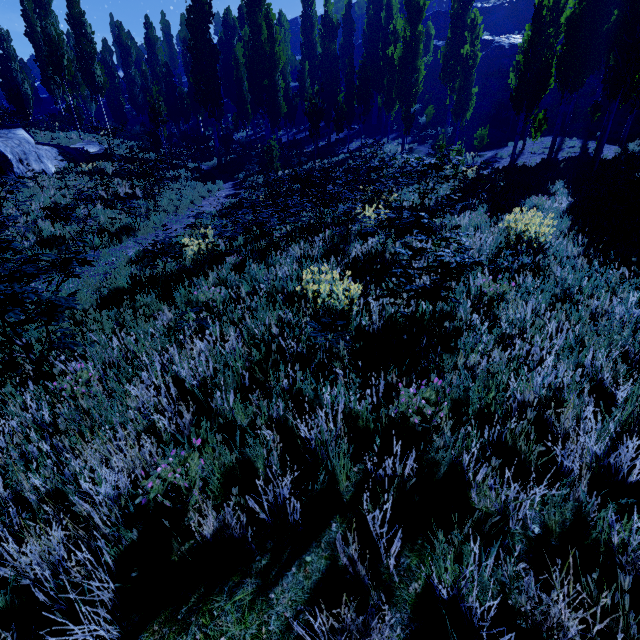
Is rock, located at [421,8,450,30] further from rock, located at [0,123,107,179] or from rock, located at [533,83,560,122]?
rock, located at [0,123,107,179]

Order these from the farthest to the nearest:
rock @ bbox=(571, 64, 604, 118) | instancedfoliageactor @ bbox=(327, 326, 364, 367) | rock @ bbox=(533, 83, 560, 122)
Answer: rock @ bbox=(533, 83, 560, 122) < rock @ bbox=(571, 64, 604, 118) < instancedfoliageactor @ bbox=(327, 326, 364, 367)

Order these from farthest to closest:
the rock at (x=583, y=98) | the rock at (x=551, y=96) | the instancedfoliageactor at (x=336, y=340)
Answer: the rock at (x=551, y=96) → the rock at (x=583, y=98) → the instancedfoliageactor at (x=336, y=340)

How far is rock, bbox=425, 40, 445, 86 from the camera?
39.91m

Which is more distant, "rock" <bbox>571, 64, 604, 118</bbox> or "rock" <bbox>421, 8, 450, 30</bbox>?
"rock" <bbox>421, 8, 450, 30</bbox>

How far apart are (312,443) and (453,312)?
2.4 meters

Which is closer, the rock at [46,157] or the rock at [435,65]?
the rock at [46,157]

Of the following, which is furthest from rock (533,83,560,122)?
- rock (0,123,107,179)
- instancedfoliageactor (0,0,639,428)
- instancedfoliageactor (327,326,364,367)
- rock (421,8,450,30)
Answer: instancedfoliageactor (327,326,364,367)
